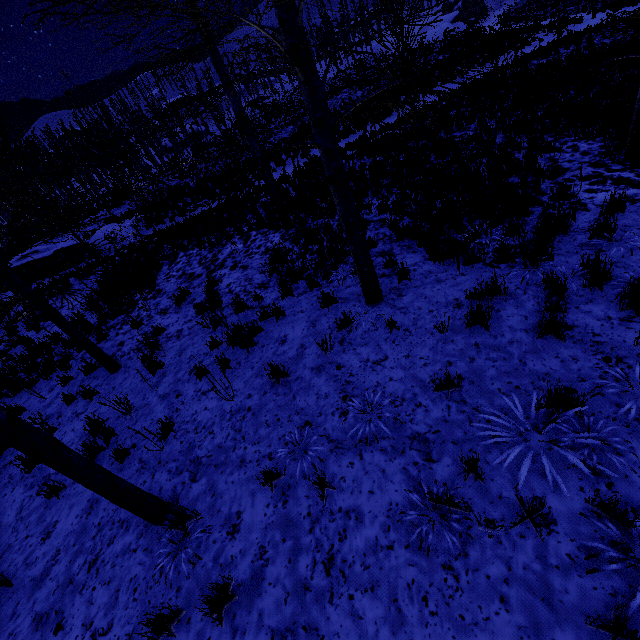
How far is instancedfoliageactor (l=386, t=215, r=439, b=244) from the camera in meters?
6.5 m

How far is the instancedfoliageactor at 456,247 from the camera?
5.49m

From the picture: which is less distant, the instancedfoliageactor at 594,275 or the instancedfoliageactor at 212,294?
the instancedfoliageactor at 594,275

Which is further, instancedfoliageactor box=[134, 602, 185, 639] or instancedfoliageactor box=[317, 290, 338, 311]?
instancedfoliageactor box=[317, 290, 338, 311]

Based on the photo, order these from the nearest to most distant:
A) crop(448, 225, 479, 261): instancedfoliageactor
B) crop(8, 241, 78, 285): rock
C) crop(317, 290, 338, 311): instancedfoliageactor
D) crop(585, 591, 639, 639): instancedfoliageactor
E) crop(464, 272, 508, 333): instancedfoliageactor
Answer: crop(585, 591, 639, 639): instancedfoliageactor < crop(464, 272, 508, 333): instancedfoliageactor < crop(448, 225, 479, 261): instancedfoliageactor < crop(317, 290, 338, 311): instancedfoliageactor < crop(8, 241, 78, 285): rock

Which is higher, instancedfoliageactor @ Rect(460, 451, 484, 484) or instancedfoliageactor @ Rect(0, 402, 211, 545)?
instancedfoliageactor @ Rect(0, 402, 211, 545)

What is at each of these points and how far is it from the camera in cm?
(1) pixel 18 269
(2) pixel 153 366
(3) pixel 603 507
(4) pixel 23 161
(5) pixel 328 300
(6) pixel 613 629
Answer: (1) rock, 1808
(2) instancedfoliageactor, 648
(3) instancedfoliageactor, 251
(4) instancedfoliageactor, 3781
(5) instancedfoliageactor, 611
(6) instancedfoliageactor, 202
